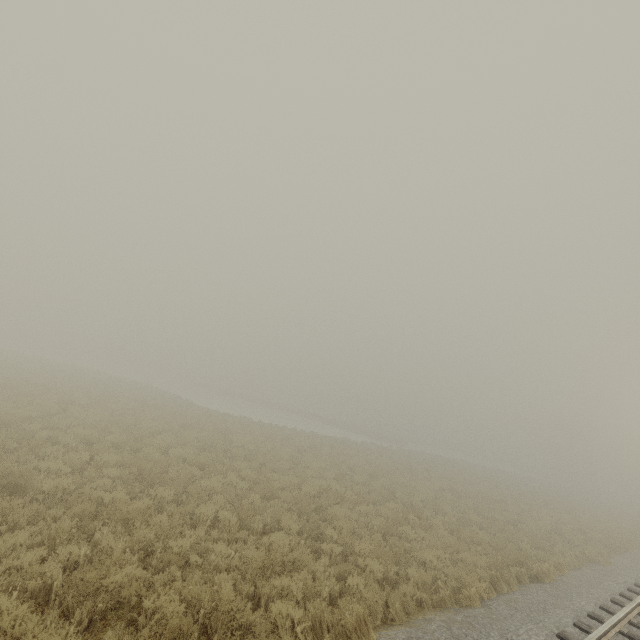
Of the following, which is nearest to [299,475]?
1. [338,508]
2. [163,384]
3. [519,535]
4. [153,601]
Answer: [338,508]
